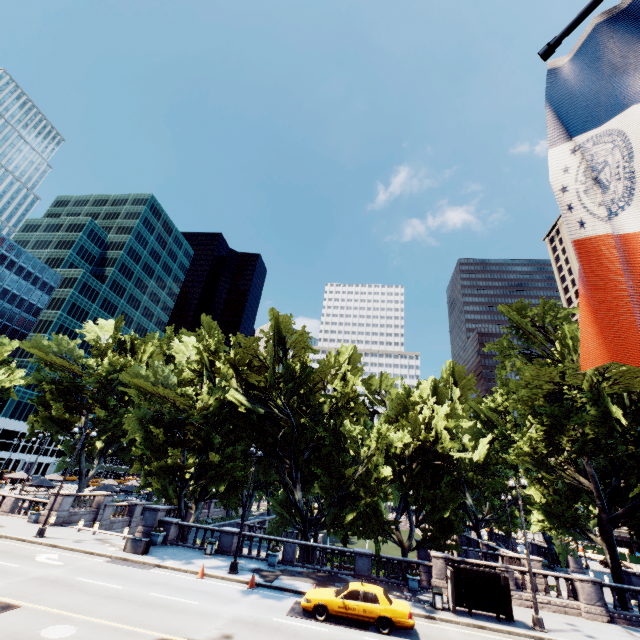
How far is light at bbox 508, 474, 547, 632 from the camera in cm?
1714

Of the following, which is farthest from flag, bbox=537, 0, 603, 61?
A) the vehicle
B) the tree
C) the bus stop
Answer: the bus stop

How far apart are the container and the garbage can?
18.49m

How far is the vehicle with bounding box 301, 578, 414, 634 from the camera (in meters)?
14.60

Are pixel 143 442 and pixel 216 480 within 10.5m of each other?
yes

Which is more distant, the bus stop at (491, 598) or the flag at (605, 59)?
the bus stop at (491, 598)

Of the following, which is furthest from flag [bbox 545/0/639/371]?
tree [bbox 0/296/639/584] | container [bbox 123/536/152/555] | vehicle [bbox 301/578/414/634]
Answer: container [bbox 123/536/152/555]

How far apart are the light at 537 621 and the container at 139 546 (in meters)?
23.60
